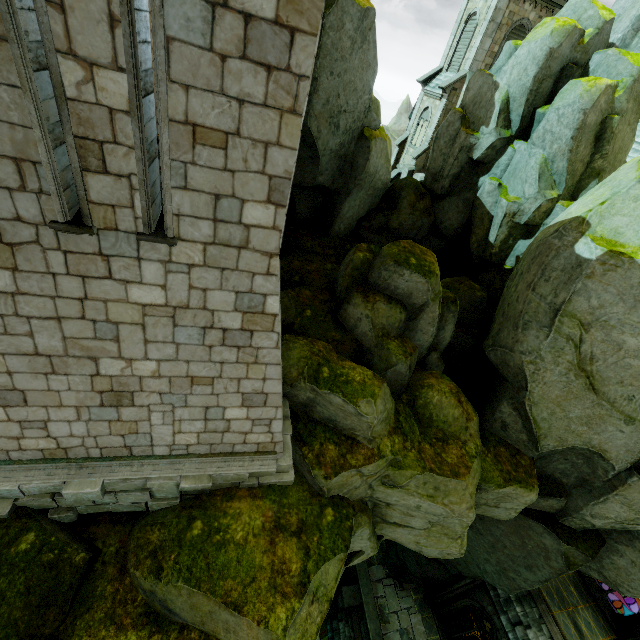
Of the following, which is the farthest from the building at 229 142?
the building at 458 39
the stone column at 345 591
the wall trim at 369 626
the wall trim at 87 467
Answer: the stone column at 345 591

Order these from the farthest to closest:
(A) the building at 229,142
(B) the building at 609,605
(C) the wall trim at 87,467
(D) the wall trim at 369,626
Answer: (D) the wall trim at 369,626 < (B) the building at 609,605 < (C) the wall trim at 87,467 < (A) the building at 229,142

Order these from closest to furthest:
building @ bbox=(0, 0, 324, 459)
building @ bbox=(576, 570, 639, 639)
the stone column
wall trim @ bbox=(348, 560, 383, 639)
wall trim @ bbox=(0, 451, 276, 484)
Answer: building @ bbox=(0, 0, 324, 459) → wall trim @ bbox=(0, 451, 276, 484) → building @ bbox=(576, 570, 639, 639) → wall trim @ bbox=(348, 560, 383, 639) → the stone column

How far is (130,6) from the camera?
2.9 meters

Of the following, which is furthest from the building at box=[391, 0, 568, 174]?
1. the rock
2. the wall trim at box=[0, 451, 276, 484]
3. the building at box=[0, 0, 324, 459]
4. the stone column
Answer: the wall trim at box=[0, 451, 276, 484]

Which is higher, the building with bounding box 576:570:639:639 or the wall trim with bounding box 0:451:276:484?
the wall trim with bounding box 0:451:276:484

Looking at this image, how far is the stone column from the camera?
17.9m

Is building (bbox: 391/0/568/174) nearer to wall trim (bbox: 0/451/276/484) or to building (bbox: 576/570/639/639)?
building (bbox: 576/570/639/639)
